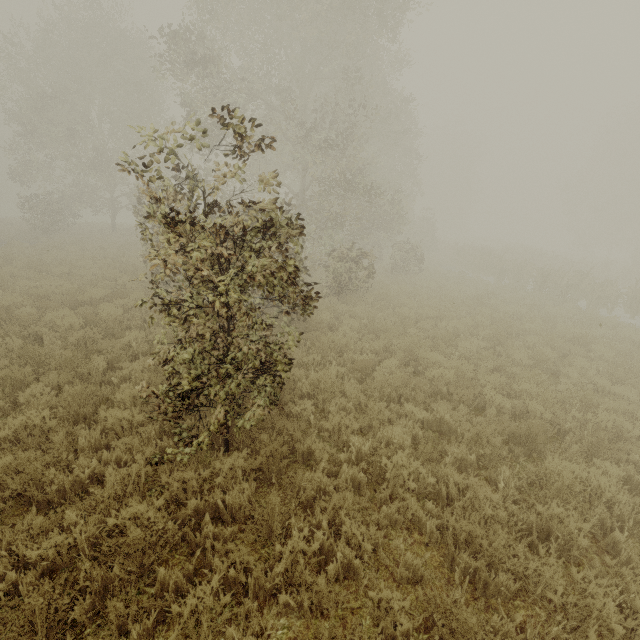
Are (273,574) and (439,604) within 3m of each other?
yes
